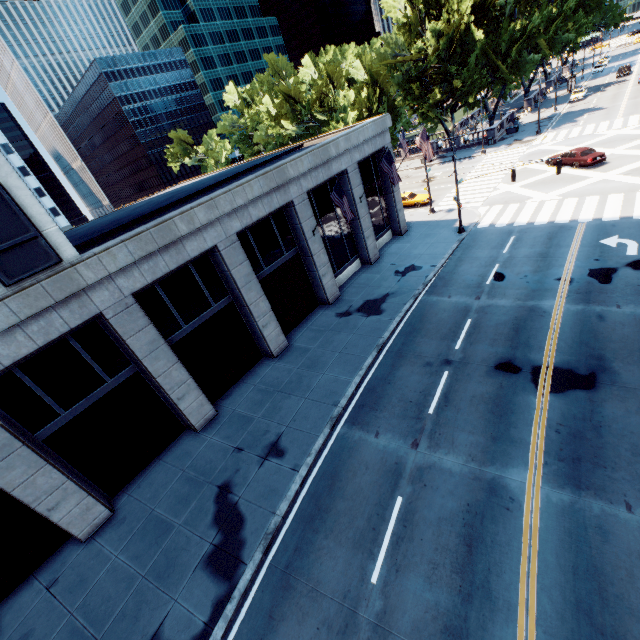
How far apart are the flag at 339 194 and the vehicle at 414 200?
18.8m

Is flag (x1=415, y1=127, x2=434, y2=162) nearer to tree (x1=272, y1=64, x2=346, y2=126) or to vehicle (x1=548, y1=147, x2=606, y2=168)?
vehicle (x1=548, y1=147, x2=606, y2=168)

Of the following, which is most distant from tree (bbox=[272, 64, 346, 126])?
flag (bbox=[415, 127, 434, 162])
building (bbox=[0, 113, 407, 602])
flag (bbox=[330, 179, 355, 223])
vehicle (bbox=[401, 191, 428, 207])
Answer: flag (bbox=[330, 179, 355, 223])

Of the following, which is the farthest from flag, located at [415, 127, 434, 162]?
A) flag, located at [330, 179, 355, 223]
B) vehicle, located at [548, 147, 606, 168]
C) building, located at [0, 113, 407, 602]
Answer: vehicle, located at [548, 147, 606, 168]

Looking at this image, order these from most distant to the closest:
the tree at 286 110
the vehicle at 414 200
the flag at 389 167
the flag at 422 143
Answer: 1. the tree at 286 110
2. the vehicle at 414 200
3. the flag at 422 143
4. the flag at 389 167

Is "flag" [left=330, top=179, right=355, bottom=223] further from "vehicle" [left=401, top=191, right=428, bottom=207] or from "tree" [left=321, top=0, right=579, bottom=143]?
"tree" [left=321, top=0, right=579, bottom=143]

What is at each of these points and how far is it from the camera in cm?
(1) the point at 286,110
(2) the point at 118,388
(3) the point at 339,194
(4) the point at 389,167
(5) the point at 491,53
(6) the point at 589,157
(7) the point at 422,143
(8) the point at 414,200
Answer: (1) tree, 5834
(2) building, 1460
(3) flag, 1811
(4) flag, 2158
(5) tree, 4000
(6) vehicle, 2859
(7) flag, 2464
(8) vehicle, 3503

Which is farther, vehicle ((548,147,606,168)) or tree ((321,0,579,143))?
tree ((321,0,579,143))
